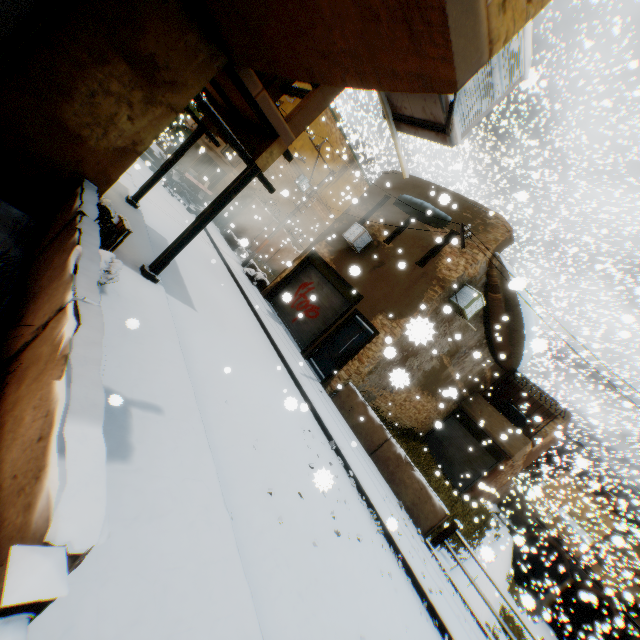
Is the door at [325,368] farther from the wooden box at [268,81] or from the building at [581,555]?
the wooden box at [268,81]

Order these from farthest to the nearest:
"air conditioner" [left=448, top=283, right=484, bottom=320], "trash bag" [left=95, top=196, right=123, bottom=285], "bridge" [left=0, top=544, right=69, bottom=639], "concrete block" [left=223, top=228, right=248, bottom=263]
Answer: "concrete block" [left=223, top=228, right=248, bottom=263] → "air conditioner" [left=448, top=283, right=484, bottom=320] → "trash bag" [left=95, top=196, right=123, bottom=285] → "bridge" [left=0, top=544, right=69, bottom=639]

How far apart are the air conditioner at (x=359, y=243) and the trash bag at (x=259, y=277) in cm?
223

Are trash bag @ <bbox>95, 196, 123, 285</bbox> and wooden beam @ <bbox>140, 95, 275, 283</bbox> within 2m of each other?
yes

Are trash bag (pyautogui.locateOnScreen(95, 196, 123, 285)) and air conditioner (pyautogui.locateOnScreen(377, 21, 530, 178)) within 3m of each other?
no

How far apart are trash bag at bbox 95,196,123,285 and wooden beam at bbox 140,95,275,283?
0.8 meters

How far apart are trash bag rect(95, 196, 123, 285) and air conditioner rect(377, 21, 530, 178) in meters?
3.8 m

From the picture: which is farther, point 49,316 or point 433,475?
point 433,475
